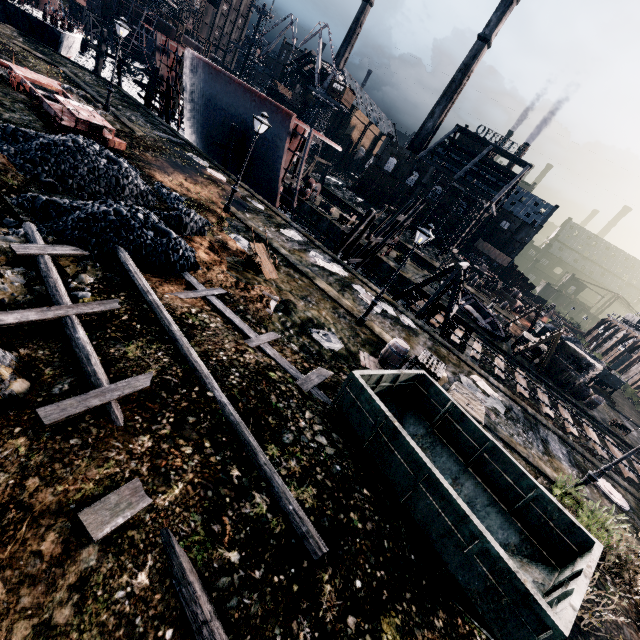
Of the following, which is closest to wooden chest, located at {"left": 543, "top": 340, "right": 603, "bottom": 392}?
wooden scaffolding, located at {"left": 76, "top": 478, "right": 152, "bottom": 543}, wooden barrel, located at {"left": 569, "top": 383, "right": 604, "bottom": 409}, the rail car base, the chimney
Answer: wooden barrel, located at {"left": 569, "top": 383, "right": 604, "bottom": 409}

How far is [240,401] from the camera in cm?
767

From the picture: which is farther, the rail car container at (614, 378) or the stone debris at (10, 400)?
the rail car container at (614, 378)

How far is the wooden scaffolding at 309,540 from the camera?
5.84m

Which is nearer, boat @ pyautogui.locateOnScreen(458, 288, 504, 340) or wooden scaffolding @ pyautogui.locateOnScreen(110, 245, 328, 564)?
wooden scaffolding @ pyautogui.locateOnScreen(110, 245, 328, 564)

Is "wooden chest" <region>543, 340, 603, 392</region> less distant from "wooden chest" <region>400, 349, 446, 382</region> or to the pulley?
"wooden chest" <region>400, 349, 446, 382</region>

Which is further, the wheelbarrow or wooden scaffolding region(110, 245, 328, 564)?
the wheelbarrow

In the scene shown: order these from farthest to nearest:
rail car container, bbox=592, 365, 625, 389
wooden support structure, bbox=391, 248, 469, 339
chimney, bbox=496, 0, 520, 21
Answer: chimney, bbox=496, 0, 520, 21 → rail car container, bbox=592, 365, 625, 389 → wooden support structure, bbox=391, 248, 469, 339
